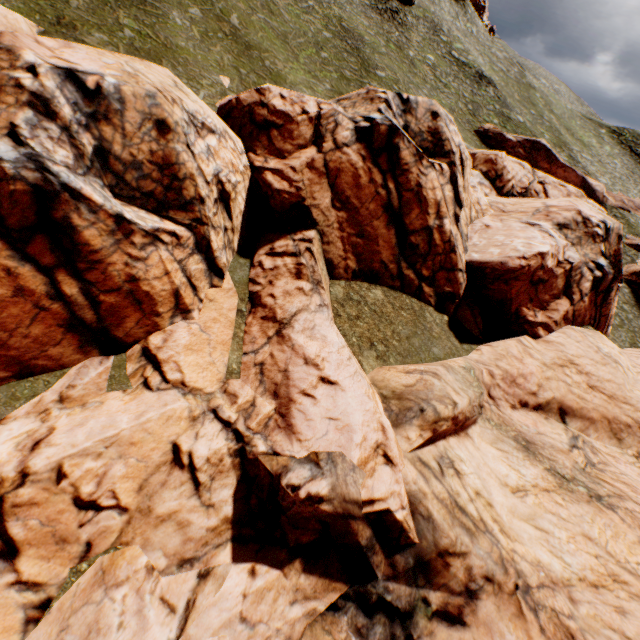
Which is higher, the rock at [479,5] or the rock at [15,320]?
the rock at [479,5]

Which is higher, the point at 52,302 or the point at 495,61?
the point at 495,61

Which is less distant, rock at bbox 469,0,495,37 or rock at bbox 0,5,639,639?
rock at bbox 0,5,639,639

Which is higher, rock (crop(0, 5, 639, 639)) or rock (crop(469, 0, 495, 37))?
rock (crop(469, 0, 495, 37))

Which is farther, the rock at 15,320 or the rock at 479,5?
the rock at 479,5
